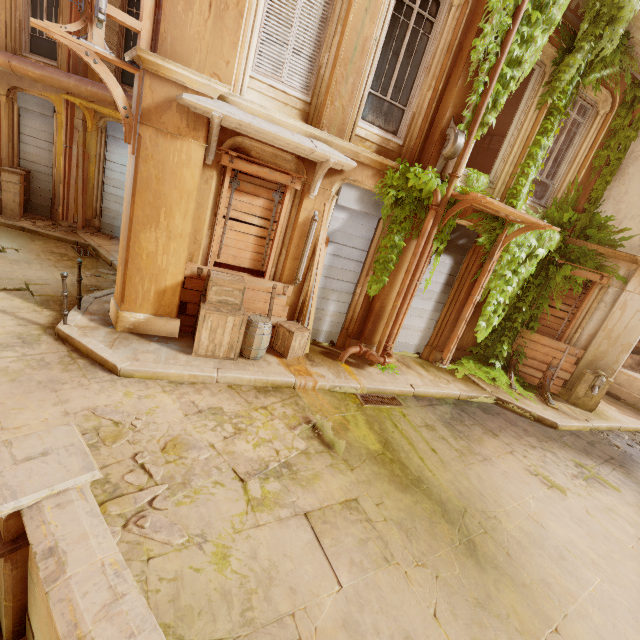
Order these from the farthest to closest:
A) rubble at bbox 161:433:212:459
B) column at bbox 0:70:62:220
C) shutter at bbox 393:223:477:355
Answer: column at bbox 0:70:62:220 < shutter at bbox 393:223:477:355 < rubble at bbox 161:433:212:459

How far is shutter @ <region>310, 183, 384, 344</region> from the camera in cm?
716

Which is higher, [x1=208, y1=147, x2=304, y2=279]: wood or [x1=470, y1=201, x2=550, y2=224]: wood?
[x1=470, y1=201, x2=550, y2=224]: wood

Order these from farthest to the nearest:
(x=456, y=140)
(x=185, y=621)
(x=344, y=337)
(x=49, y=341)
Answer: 1. (x=344, y=337)
2. (x=456, y=140)
3. (x=49, y=341)
4. (x=185, y=621)

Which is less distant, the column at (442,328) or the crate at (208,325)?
the crate at (208,325)

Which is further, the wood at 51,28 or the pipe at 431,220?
the pipe at 431,220

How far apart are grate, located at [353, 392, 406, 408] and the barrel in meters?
2.1

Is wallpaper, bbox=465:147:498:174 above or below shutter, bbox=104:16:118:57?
above
